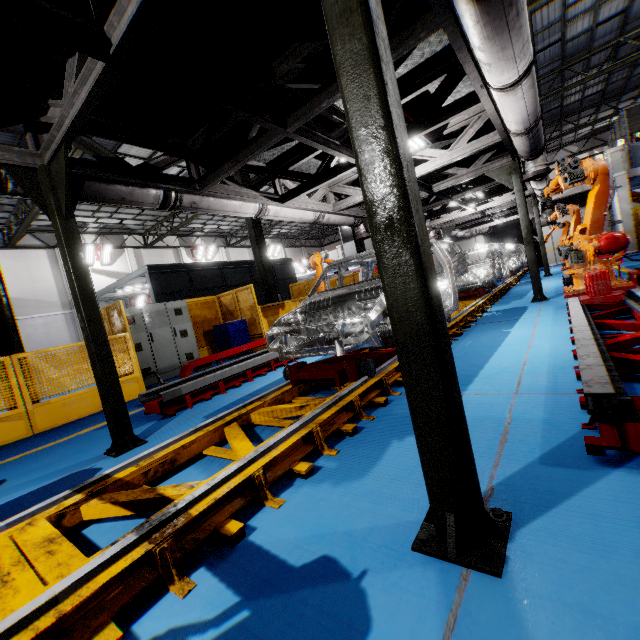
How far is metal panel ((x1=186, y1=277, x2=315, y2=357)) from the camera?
10.72m

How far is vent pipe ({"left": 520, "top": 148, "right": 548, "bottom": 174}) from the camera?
7.2m

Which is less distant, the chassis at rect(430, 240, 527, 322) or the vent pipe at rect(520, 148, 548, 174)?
the chassis at rect(430, 240, 527, 322)

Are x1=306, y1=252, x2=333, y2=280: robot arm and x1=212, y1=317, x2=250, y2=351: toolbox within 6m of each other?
yes

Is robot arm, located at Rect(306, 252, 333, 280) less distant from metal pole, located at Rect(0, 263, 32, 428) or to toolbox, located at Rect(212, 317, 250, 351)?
toolbox, located at Rect(212, 317, 250, 351)

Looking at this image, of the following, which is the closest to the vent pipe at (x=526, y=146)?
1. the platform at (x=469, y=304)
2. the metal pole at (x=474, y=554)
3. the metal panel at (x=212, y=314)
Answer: the metal pole at (x=474, y=554)

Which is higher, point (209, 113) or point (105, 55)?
point (209, 113)

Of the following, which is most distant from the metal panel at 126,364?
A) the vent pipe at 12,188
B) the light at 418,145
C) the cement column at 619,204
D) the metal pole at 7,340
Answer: the light at 418,145
